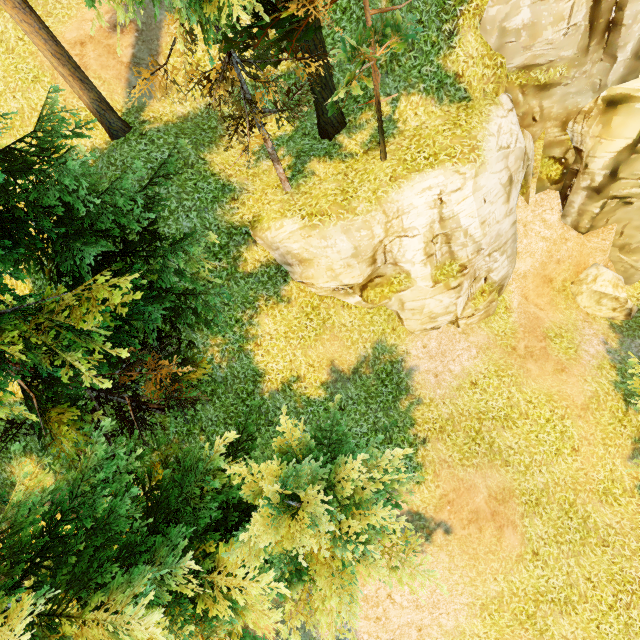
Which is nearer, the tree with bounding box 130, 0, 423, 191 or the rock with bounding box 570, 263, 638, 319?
the tree with bounding box 130, 0, 423, 191

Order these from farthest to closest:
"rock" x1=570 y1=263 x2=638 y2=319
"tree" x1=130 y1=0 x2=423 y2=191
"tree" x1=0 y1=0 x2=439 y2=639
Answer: "rock" x1=570 y1=263 x2=638 y2=319
"tree" x1=130 y1=0 x2=423 y2=191
"tree" x1=0 y1=0 x2=439 y2=639

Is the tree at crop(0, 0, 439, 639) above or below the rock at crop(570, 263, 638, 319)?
above

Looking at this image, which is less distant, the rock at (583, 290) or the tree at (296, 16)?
the tree at (296, 16)

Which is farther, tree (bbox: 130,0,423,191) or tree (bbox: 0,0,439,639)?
tree (bbox: 130,0,423,191)

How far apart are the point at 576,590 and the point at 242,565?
10.4 meters
